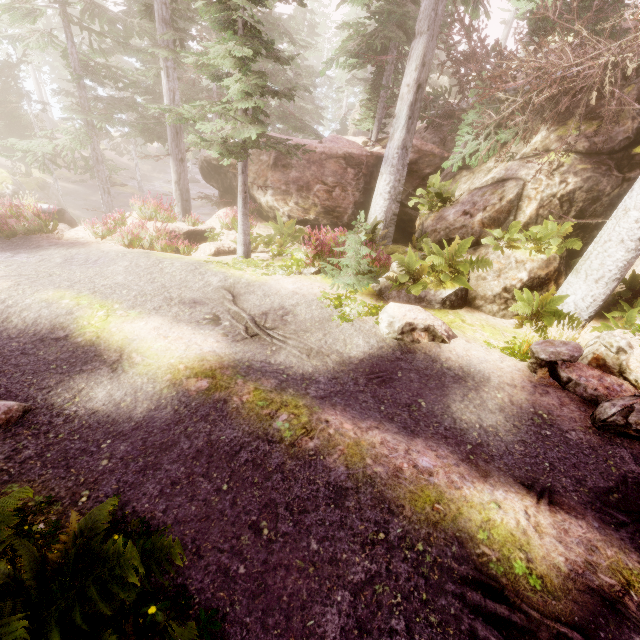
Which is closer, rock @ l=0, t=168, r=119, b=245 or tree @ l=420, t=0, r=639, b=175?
tree @ l=420, t=0, r=639, b=175

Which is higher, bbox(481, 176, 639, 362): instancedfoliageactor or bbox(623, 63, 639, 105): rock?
bbox(623, 63, 639, 105): rock

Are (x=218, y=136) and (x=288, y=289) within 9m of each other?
yes

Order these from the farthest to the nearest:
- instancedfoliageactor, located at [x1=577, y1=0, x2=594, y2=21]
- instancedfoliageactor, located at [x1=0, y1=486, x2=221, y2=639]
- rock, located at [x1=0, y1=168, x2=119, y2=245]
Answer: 1. rock, located at [x1=0, y1=168, x2=119, y2=245]
2. instancedfoliageactor, located at [x1=577, y1=0, x2=594, y2=21]
3. instancedfoliageactor, located at [x1=0, y1=486, x2=221, y2=639]

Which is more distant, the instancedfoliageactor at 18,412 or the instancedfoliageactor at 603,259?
the instancedfoliageactor at 603,259

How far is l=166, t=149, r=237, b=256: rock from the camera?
12.5m

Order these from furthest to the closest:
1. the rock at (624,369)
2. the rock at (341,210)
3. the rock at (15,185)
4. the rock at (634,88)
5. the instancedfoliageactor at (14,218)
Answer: the rock at (341,210) → the rock at (15,185) → the instancedfoliageactor at (14,218) → the rock at (634,88) → the rock at (624,369)
